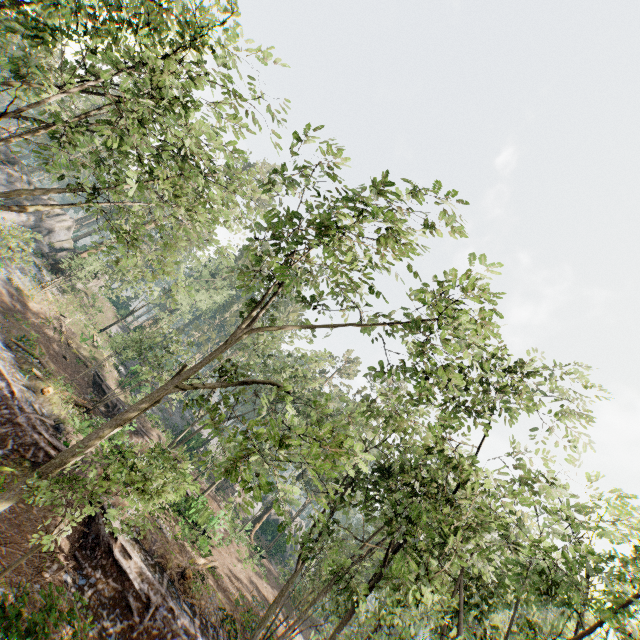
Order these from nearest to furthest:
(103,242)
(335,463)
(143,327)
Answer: (335,463)
(103,242)
(143,327)

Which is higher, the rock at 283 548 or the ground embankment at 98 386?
the rock at 283 548

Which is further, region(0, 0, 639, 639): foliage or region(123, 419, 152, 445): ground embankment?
region(123, 419, 152, 445): ground embankment

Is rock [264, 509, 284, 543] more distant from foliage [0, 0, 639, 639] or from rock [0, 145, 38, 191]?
rock [0, 145, 38, 191]

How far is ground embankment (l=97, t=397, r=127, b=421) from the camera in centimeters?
2903cm

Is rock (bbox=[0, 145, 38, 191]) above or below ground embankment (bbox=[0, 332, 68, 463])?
above

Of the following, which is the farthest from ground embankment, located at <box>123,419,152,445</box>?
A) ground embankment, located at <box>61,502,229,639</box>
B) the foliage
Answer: ground embankment, located at <box>61,502,229,639</box>

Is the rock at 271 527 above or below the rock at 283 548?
above
